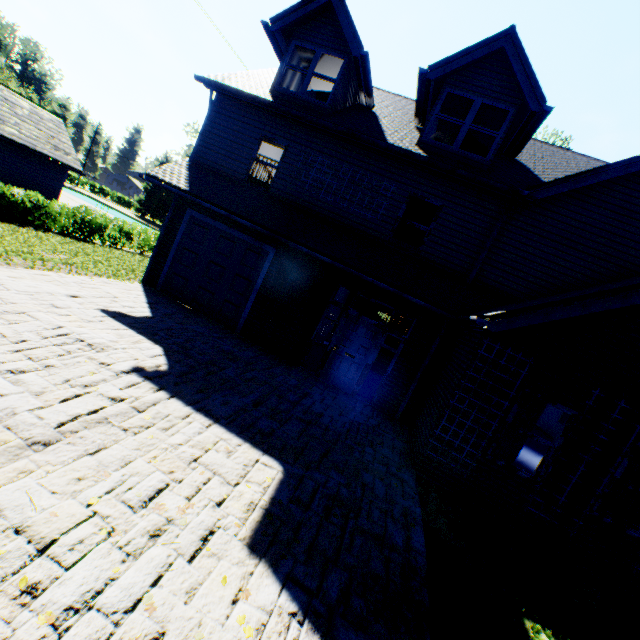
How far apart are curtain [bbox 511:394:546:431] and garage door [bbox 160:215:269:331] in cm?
752

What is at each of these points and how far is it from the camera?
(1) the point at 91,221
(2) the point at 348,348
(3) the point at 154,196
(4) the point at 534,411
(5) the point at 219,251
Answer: (1) hedge, 17.27m
(2) door, 9.66m
(3) tree, 56.53m
(4) curtain, 6.56m
(5) garage door, 10.55m

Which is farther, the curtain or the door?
the door

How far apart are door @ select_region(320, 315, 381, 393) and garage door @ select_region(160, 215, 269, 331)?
3.0 meters

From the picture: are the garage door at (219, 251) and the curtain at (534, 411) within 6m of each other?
no

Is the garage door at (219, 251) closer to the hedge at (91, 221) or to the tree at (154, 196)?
the hedge at (91, 221)

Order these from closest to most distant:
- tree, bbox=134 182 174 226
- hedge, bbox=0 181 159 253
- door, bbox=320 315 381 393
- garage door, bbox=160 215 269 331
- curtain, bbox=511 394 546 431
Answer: curtain, bbox=511 394 546 431, door, bbox=320 315 381 393, garage door, bbox=160 215 269 331, hedge, bbox=0 181 159 253, tree, bbox=134 182 174 226

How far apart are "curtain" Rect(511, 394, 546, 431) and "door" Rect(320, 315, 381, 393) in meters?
3.7
